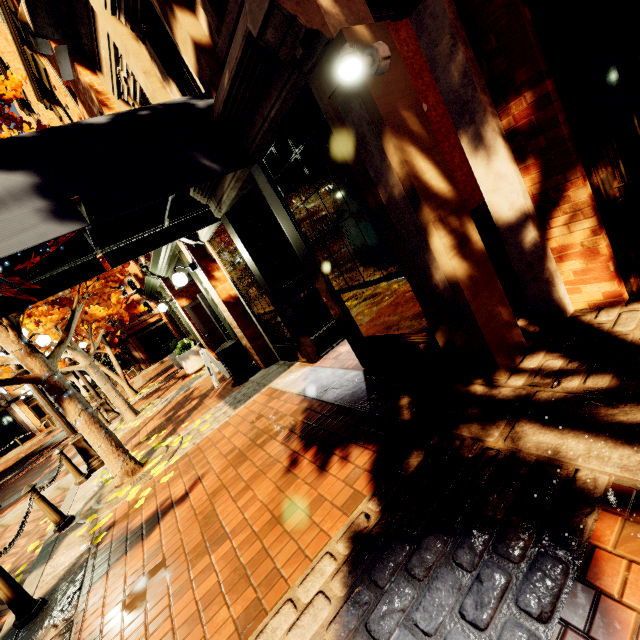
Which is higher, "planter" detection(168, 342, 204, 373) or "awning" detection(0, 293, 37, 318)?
"awning" detection(0, 293, 37, 318)

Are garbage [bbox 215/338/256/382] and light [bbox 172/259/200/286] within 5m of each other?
yes

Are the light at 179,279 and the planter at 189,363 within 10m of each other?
yes

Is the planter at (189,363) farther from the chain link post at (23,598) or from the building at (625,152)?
the chain link post at (23,598)

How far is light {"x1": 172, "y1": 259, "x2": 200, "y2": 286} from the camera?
6.6 meters

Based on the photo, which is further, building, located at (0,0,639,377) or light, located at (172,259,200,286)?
light, located at (172,259,200,286)

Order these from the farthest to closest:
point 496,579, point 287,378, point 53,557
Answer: point 287,378, point 53,557, point 496,579

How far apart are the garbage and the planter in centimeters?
476cm
